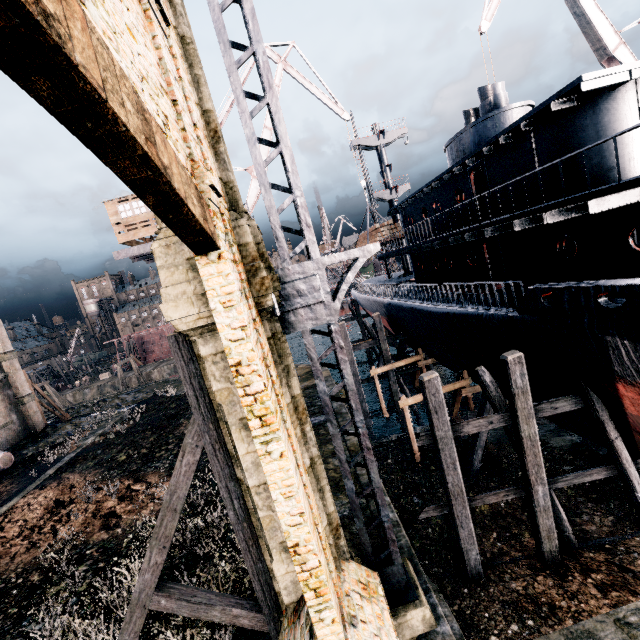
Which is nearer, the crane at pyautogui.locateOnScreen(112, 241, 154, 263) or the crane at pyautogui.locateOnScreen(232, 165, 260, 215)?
the crane at pyautogui.locateOnScreen(112, 241, 154, 263)

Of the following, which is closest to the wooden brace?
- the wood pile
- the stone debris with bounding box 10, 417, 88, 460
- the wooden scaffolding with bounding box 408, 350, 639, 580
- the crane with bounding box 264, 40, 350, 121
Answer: the wooden scaffolding with bounding box 408, 350, 639, 580

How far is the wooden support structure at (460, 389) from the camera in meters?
18.0 m

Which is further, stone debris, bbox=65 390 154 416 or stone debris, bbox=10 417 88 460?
stone debris, bbox=65 390 154 416

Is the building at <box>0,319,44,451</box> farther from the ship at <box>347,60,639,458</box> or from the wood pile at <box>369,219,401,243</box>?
the wood pile at <box>369,219,401,243</box>

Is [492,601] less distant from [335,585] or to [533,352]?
[335,585]

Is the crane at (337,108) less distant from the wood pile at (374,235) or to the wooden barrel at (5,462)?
the wood pile at (374,235)

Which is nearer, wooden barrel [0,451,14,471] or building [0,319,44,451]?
wooden barrel [0,451,14,471]
